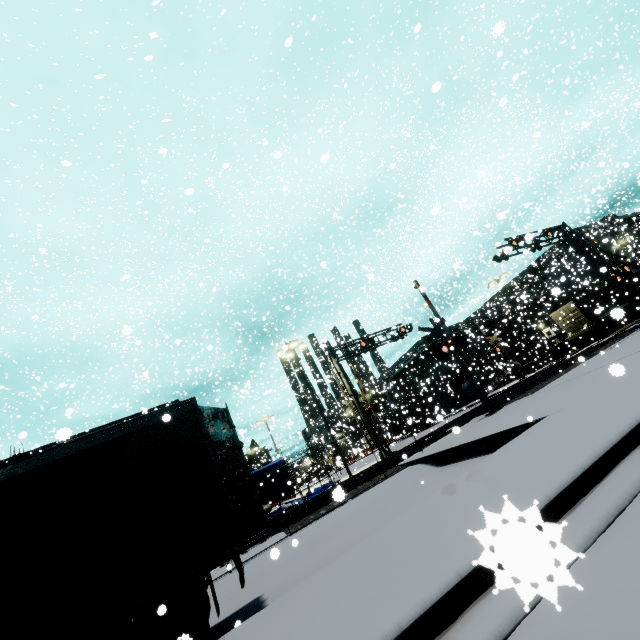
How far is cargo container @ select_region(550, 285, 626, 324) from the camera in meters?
29.9

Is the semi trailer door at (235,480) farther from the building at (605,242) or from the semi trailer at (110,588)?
the building at (605,242)

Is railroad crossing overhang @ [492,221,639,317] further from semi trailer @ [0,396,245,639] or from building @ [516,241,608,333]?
semi trailer @ [0,396,245,639]

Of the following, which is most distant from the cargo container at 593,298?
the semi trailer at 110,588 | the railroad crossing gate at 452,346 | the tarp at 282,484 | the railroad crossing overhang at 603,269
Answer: the railroad crossing gate at 452,346

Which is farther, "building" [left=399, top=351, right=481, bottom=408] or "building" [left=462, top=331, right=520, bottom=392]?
"building" [left=399, top=351, right=481, bottom=408]

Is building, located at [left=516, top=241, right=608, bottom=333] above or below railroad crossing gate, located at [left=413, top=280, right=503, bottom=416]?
above

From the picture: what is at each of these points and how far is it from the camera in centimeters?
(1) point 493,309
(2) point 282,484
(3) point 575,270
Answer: (1) building, 5228cm
(2) tarp, 1981cm
(3) building, 5422cm

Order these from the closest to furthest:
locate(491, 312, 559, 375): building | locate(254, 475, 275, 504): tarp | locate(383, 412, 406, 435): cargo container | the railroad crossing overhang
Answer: locate(254, 475, 275, 504): tarp, the railroad crossing overhang, locate(491, 312, 559, 375): building, locate(383, 412, 406, 435): cargo container
